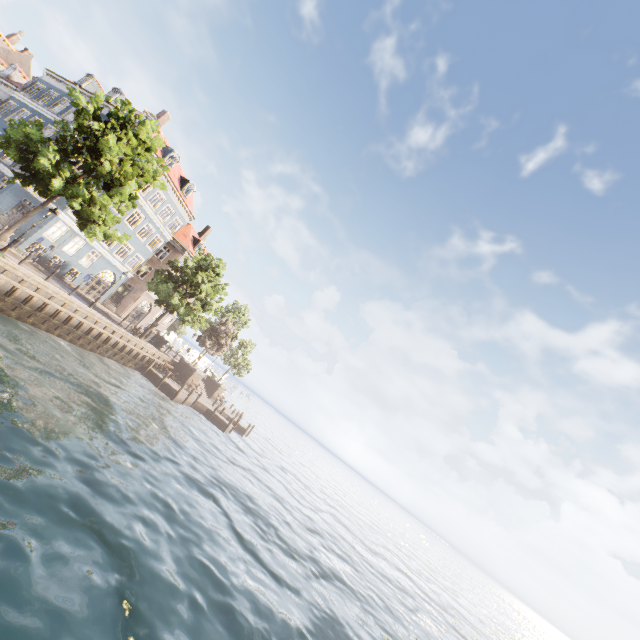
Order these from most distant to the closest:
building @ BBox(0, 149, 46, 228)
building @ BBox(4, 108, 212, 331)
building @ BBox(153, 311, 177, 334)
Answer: building @ BBox(153, 311, 177, 334)
building @ BBox(4, 108, 212, 331)
building @ BBox(0, 149, 46, 228)

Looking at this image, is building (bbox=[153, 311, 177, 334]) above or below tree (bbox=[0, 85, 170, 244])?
below

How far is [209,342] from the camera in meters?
34.5 m

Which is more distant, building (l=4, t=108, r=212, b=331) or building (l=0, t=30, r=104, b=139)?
building (l=0, t=30, r=104, b=139)

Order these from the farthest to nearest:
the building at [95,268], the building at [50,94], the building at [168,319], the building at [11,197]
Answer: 1. the building at [168,319]
2. the building at [50,94]
3. the building at [95,268]
4. the building at [11,197]

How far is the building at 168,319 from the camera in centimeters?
4213cm

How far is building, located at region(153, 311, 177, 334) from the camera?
42.1 meters
